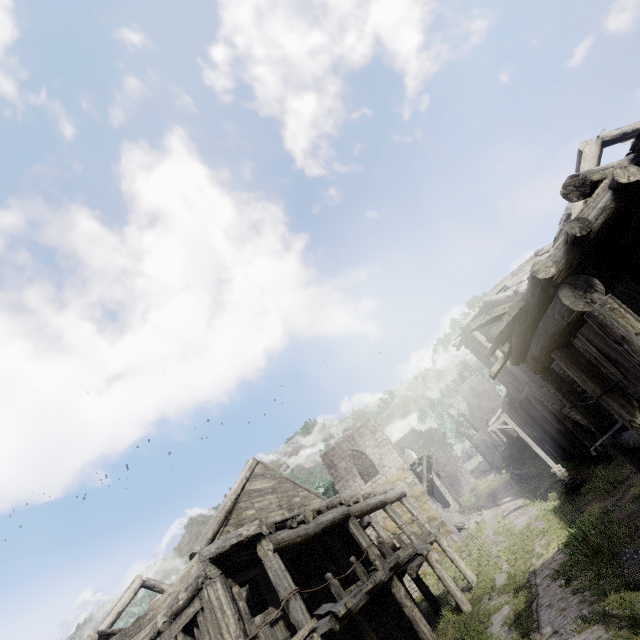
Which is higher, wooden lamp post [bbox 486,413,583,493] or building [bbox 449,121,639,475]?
building [bbox 449,121,639,475]

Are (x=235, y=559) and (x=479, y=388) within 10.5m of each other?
no

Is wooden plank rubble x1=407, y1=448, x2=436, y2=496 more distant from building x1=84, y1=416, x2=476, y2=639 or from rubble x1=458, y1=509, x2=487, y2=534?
rubble x1=458, y1=509, x2=487, y2=534

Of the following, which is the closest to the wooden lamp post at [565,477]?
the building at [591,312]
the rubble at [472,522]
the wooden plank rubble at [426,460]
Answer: the building at [591,312]

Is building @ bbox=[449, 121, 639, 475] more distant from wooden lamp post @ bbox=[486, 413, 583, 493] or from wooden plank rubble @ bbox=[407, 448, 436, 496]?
wooden lamp post @ bbox=[486, 413, 583, 493]

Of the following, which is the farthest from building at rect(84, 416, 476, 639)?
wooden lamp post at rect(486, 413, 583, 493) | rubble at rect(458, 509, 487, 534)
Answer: wooden lamp post at rect(486, 413, 583, 493)

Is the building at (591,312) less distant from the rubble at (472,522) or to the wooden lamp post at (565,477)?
the rubble at (472,522)
